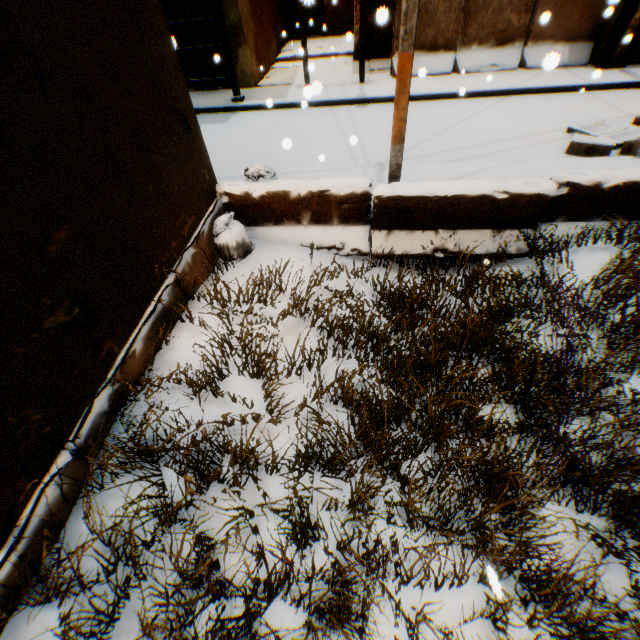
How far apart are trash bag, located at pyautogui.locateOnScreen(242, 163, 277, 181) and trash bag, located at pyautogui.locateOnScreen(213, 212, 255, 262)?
0.5 meters

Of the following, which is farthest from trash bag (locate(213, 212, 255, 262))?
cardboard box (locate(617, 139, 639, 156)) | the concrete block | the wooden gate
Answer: cardboard box (locate(617, 139, 639, 156))

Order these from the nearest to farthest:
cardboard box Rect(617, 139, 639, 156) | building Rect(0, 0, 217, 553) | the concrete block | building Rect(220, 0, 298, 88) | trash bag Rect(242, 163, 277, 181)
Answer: building Rect(0, 0, 217, 553), the concrete block, trash bag Rect(242, 163, 277, 181), cardboard box Rect(617, 139, 639, 156), building Rect(220, 0, 298, 88)

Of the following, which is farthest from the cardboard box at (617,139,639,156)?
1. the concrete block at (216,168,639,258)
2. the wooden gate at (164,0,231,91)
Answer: the wooden gate at (164,0,231,91)

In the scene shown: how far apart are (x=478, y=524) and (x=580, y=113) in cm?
1018

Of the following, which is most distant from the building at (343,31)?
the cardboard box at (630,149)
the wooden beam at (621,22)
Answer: the cardboard box at (630,149)

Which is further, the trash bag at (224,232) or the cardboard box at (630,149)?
the cardboard box at (630,149)

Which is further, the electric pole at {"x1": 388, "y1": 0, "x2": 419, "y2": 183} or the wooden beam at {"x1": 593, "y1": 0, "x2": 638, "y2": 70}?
the wooden beam at {"x1": 593, "y1": 0, "x2": 638, "y2": 70}
